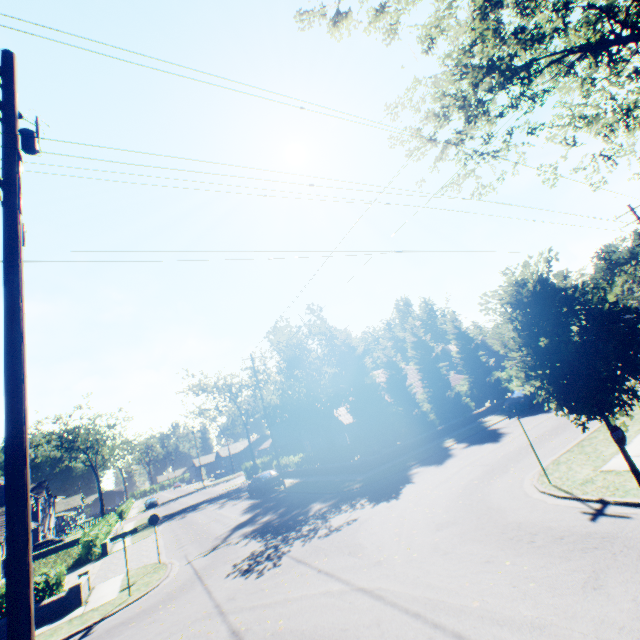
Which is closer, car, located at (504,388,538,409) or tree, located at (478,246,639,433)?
tree, located at (478,246,639,433)

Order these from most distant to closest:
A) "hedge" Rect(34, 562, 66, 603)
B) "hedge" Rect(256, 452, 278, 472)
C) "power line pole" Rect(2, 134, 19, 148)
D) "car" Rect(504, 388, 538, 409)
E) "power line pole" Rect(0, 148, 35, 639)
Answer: "hedge" Rect(256, 452, 278, 472)
"car" Rect(504, 388, 538, 409)
"hedge" Rect(34, 562, 66, 603)
"power line pole" Rect(2, 134, 19, 148)
"power line pole" Rect(0, 148, 35, 639)

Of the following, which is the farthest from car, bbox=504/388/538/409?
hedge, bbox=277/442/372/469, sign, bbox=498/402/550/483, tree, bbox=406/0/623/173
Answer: sign, bbox=498/402/550/483

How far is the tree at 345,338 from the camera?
25.6 meters

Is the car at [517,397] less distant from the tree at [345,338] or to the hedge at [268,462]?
the tree at [345,338]

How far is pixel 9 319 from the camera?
4.16m

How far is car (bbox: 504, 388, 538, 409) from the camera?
25.5 meters

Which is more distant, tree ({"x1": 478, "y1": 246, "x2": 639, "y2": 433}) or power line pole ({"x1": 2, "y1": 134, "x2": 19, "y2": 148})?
tree ({"x1": 478, "y1": 246, "x2": 639, "y2": 433})
